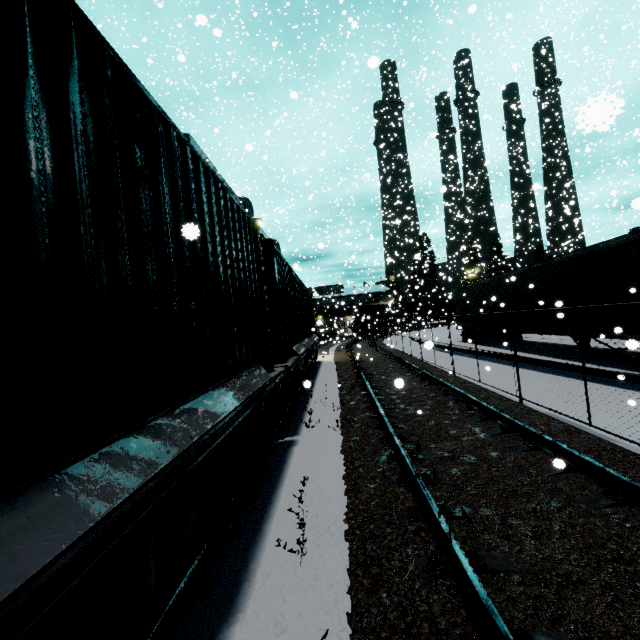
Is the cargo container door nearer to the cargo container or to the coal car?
the cargo container

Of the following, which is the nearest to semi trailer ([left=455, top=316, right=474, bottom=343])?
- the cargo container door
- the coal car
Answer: the coal car

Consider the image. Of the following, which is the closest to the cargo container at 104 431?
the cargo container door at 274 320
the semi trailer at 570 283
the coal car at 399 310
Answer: the cargo container door at 274 320

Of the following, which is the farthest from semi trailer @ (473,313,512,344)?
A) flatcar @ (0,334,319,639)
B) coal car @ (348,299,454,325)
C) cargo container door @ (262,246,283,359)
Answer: cargo container door @ (262,246,283,359)

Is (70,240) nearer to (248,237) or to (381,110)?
(248,237)

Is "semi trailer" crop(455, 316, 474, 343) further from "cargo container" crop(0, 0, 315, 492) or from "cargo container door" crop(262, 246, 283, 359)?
"cargo container door" crop(262, 246, 283, 359)

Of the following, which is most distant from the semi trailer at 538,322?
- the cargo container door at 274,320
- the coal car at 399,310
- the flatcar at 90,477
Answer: the cargo container door at 274,320

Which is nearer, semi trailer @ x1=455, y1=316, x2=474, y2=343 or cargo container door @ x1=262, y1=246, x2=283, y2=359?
cargo container door @ x1=262, y1=246, x2=283, y2=359
